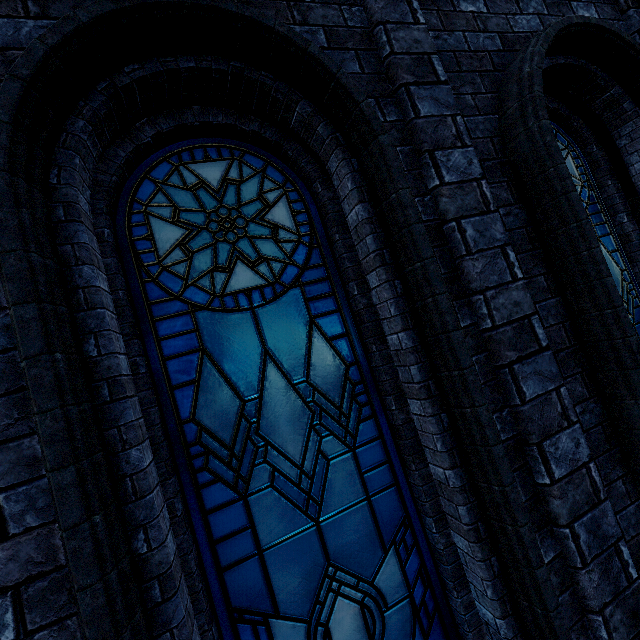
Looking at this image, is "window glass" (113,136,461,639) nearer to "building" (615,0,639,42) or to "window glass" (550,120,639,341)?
"building" (615,0,639,42)

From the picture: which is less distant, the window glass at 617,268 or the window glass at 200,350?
the window glass at 200,350

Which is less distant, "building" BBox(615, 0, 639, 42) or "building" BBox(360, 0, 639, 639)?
"building" BBox(360, 0, 639, 639)

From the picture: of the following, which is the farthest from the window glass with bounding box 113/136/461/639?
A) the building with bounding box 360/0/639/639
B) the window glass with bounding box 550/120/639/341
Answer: the window glass with bounding box 550/120/639/341

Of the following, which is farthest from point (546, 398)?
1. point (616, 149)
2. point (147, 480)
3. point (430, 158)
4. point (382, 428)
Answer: point (616, 149)

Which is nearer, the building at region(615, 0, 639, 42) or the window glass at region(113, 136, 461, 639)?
the window glass at region(113, 136, 461, 639)

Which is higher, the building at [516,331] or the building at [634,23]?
the building at [634,23]
